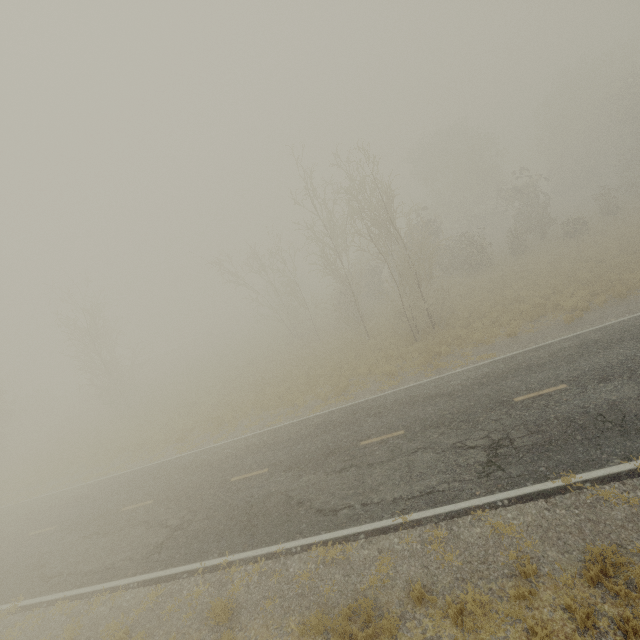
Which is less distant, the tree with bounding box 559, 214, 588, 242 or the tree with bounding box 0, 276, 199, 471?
the tree with bounding box 559, 214, 588, 242

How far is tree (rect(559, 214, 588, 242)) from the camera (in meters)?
28.16

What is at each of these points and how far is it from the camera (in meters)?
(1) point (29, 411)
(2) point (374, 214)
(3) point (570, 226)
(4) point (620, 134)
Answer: (1) tree, 44.69
(2) tree, 17.28
(3) tree, 28.64
(4) tree, 40.31

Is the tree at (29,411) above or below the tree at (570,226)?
above

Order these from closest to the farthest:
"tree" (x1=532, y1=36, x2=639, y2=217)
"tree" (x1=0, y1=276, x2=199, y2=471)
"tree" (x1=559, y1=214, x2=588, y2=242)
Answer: "tree" (x1=559, y1=214, x2=588, y2=242) < "tree" (x1=0, y1=276, x2=199, y2=471) < "tree" (x1=532, y1=36, x2=639, y2=217)

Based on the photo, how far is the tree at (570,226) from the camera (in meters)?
28.16
